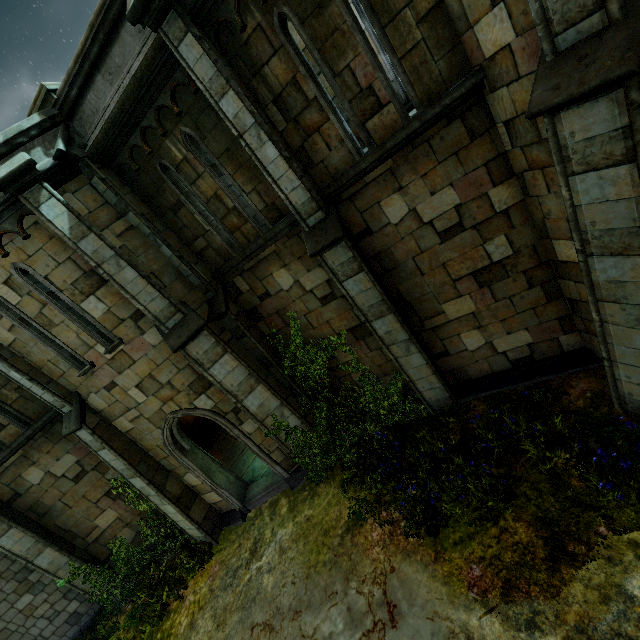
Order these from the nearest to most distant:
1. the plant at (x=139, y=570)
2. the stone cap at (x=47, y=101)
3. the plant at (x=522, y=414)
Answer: the plant at (x=522, y=414) < the stone cap at (x=47, y=101) < the plant at (x=139, y=570)

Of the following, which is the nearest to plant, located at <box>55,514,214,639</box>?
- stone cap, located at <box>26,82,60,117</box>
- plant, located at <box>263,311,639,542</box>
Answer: plant, located at <box>263,311,639,542</box>

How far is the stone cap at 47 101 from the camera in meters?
6.2 m

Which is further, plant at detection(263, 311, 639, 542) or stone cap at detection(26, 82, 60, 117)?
stone cap at detection(26, 82, 60, 117)

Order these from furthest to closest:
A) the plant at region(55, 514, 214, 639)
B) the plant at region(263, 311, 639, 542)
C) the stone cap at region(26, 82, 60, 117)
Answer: the plant at region(55, 514, 214, 639) < the stone cap at region(26, 82, 60, 117) < the plant at region(263, 311, 639, 542)

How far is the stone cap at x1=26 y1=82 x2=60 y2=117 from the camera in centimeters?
615cm

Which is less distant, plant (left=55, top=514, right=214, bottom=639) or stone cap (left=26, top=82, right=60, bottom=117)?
stone cap (left=26, top=82, right=60, bottom=117)

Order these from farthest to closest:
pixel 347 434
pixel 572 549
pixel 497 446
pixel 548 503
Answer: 1. pixel 347 434
2. pixel 497 446
3. pixel 548 503
4. pixel 572 549
